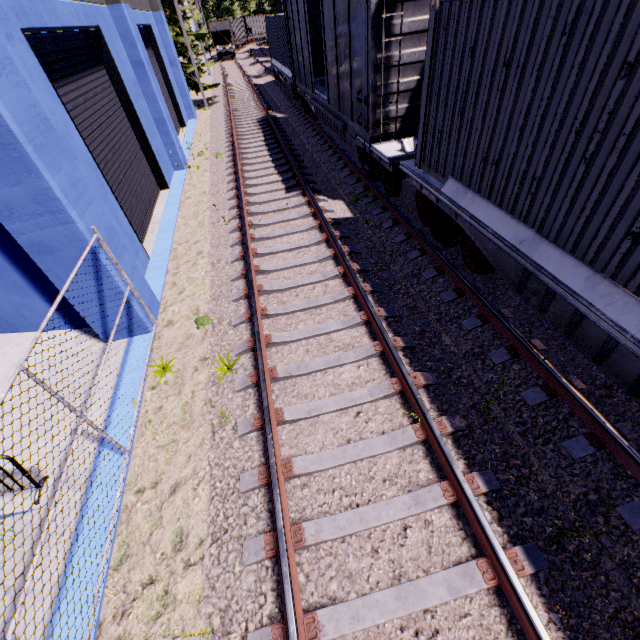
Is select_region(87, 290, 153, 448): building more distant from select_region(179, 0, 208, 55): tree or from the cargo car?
the cargo car

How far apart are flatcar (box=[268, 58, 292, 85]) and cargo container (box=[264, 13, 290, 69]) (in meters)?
0.01

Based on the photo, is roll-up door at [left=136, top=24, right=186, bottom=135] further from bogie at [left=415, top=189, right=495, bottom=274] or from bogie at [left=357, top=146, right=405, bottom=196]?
bogie at [left=415, top=189, right=495, bottom=274]

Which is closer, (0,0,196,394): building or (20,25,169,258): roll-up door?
(0,0,196,394): building

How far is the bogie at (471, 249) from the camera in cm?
586

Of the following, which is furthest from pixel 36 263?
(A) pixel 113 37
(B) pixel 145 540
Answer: (A) pixel 113 37

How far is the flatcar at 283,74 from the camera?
Answer: 18.8 meters

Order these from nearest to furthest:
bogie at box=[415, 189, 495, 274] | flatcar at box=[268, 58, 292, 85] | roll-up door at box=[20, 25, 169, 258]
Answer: bogie at box=[415, 189, 495, 274] → roll-up door at box=[20, 25, 169, 258] → flatcar at box=[268, 58, 292, 85]
